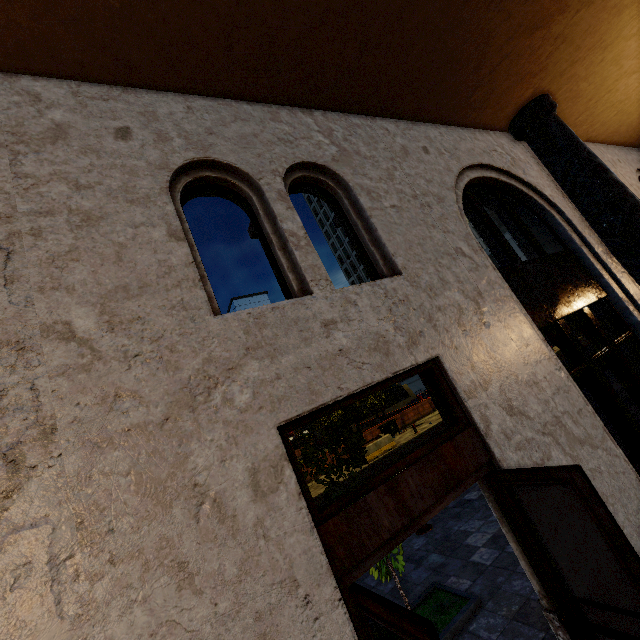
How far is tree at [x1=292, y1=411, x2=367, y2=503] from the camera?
5.23m

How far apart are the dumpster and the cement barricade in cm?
440

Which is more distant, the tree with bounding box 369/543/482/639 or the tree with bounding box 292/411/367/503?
the tree with bounding box 292/411/367/503

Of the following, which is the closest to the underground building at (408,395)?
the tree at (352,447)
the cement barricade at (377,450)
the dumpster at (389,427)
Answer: the tree at (352,447)

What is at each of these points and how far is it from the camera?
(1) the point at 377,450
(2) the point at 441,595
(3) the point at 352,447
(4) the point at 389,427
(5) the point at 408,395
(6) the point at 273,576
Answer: (1) cement barricade, 19.56m
(2) tree, 5.00m
(3) tree, 5.53m
(4) dumpster, 25.16m
(5) underground building, 46.50m
(6) building, 1.82m

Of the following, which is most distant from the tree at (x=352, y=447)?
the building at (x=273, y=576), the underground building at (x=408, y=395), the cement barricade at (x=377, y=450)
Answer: the cement barricade at (x=377, y=450)

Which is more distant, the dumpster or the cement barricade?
the dumpster

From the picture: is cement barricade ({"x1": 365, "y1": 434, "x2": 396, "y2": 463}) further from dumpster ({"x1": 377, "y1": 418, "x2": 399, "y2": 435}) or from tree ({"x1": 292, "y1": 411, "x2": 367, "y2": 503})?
tree ({"x1": 292, "y1": 411, "x2": 367, "y2": 503})
